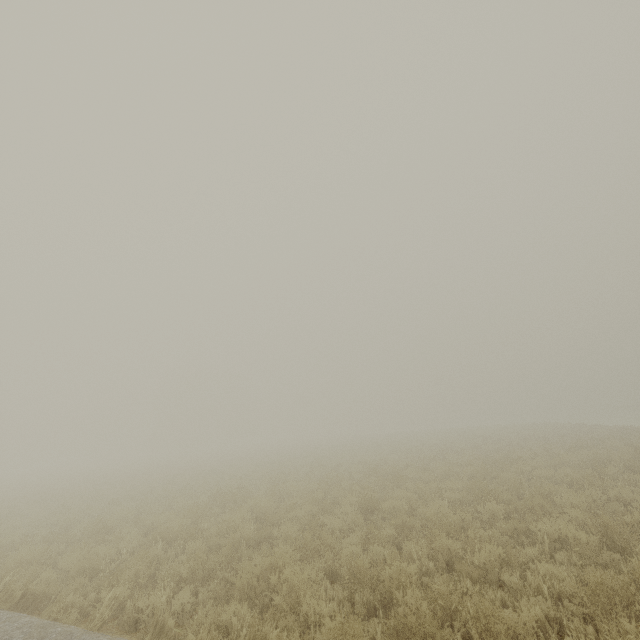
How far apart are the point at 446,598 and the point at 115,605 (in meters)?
5.35
